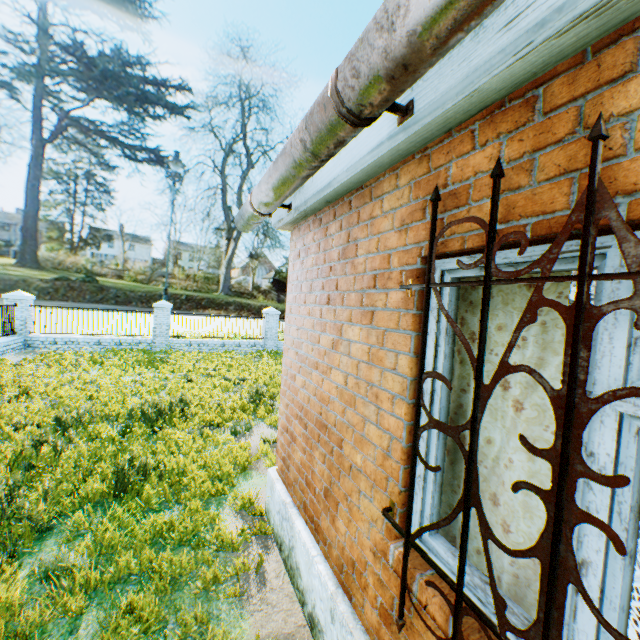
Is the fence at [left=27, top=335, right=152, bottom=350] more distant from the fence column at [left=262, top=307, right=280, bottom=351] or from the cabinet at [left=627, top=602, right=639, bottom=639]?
the cabinet at [left=627, top=602, right=639, bottom=639]

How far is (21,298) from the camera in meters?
13.6 m

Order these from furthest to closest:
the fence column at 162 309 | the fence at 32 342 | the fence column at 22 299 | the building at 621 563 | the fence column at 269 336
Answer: the fence column at 269 336 → the fence column at 162 309 → the fence at 32 342 → the fence column at 22 299 → the building at 621 563

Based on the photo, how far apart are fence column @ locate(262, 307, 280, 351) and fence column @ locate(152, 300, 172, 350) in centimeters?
474cm

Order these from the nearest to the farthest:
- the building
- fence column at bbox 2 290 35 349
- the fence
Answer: the building < fence column at bbox 2 290 35 349 < the fence

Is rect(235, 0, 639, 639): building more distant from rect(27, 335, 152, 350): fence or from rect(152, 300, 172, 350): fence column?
rect(27, 335, 152, 350): fence

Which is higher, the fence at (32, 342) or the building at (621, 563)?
the building at (621, 563)

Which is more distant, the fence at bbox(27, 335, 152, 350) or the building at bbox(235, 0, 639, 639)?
the fence at bbox(27, 335, 152, 350)
